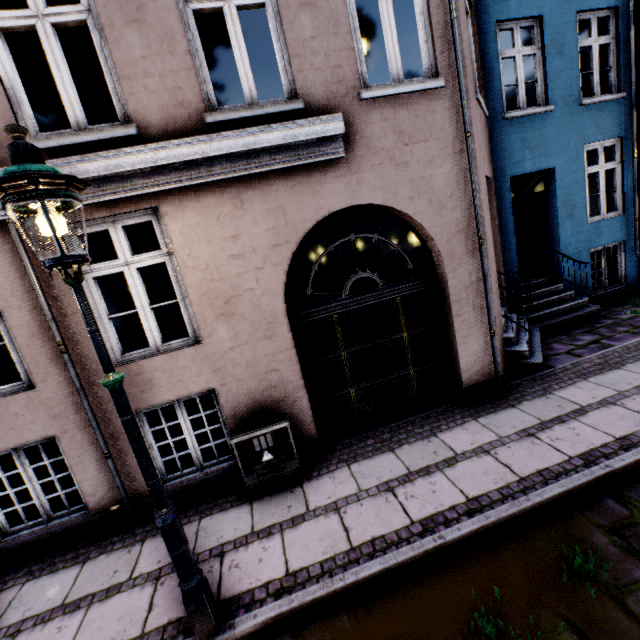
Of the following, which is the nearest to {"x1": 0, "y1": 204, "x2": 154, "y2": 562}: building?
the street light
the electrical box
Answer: the electrical box

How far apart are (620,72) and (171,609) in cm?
1244

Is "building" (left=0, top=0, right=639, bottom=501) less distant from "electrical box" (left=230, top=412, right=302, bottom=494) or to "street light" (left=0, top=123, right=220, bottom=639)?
"electrical box" (left=230, top=412, right=302, bottom=494)

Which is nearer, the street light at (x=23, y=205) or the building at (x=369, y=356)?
the street light at (x=23, y=205)

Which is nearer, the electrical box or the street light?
the street light

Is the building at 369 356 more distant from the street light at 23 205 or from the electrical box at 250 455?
the street light at 23 205

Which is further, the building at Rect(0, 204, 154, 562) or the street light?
the building at Rect(0, 204, 154, 562)
